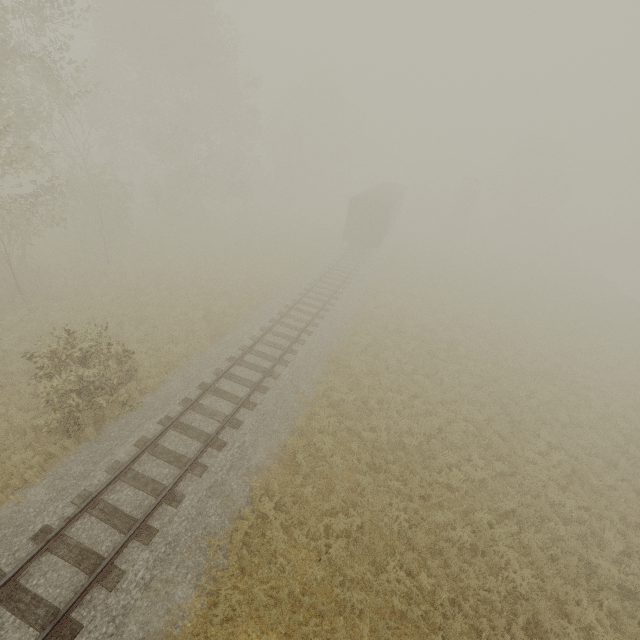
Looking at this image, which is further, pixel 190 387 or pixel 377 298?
pixel 377 298

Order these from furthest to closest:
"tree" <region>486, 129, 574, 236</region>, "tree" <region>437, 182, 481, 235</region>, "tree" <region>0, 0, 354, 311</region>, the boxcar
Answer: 1. "tree" <region>486, 129, 574, 236</region>
2. "tree" <region>437, 182, 481, 235</region>
3. the boxcar
4. "tree" <region>0, 0, 354, 311</region>

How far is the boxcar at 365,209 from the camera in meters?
27.4

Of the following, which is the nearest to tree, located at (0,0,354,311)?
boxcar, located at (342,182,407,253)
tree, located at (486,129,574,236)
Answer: boxcar, located at (342,182,407,253)

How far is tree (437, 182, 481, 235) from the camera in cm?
4316

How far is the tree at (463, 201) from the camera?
43.2m

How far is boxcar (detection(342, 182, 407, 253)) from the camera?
27.4 meters
